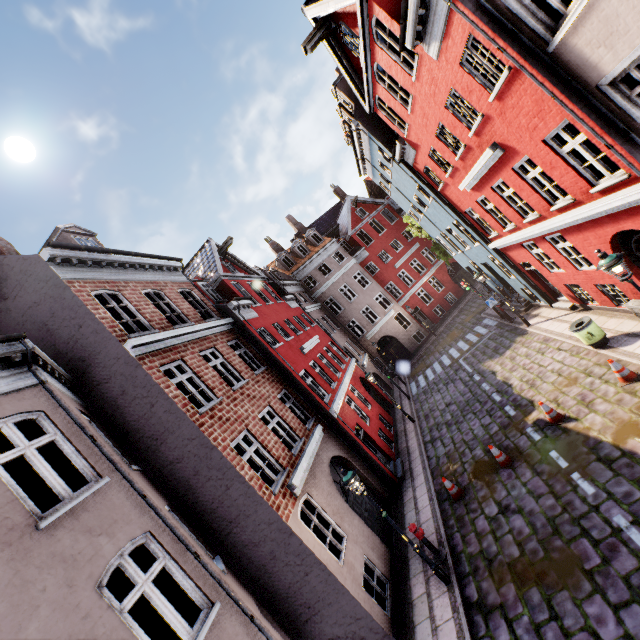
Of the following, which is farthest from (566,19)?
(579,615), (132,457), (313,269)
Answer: (313,269)

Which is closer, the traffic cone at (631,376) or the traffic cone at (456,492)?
the traffic cone at (631,376)

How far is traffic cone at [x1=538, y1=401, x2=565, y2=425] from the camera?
9.8 meters

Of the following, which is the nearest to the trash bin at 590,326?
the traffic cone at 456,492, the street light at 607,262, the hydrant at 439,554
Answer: the street light at 607,262

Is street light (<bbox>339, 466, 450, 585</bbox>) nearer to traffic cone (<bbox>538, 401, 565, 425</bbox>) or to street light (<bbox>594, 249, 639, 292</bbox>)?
traffic cone (<bbox>538, 401, 565, 425</bbox>)

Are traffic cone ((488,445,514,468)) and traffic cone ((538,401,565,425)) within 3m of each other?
yes

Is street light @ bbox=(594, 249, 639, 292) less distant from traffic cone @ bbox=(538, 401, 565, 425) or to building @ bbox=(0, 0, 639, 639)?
building @ bbox=(0, 0, 639, 639)

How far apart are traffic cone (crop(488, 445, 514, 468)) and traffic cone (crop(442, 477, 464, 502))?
1.3 meters
